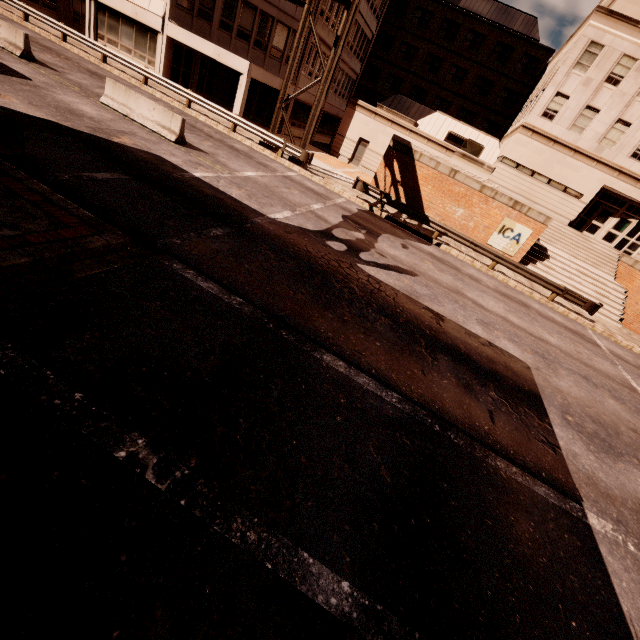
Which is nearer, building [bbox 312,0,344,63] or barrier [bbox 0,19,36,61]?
barrier [bbox 0,19,36,61]

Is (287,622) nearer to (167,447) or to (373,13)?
(167,447)

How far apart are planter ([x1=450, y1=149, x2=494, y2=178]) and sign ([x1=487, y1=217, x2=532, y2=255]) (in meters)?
2.45

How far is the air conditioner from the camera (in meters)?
27.95

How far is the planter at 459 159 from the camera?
19.2 meters

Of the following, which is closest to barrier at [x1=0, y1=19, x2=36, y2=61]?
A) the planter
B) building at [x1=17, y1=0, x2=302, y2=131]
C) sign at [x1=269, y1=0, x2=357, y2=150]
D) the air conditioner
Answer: building at [x1=17, y1=0, x2=302, y2=131]

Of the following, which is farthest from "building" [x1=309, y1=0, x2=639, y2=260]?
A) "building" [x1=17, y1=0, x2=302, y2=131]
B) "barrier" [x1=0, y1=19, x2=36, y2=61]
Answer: "barrier" [x1=0, y1=19, x2=36, y2=61]

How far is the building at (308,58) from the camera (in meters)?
24.98
